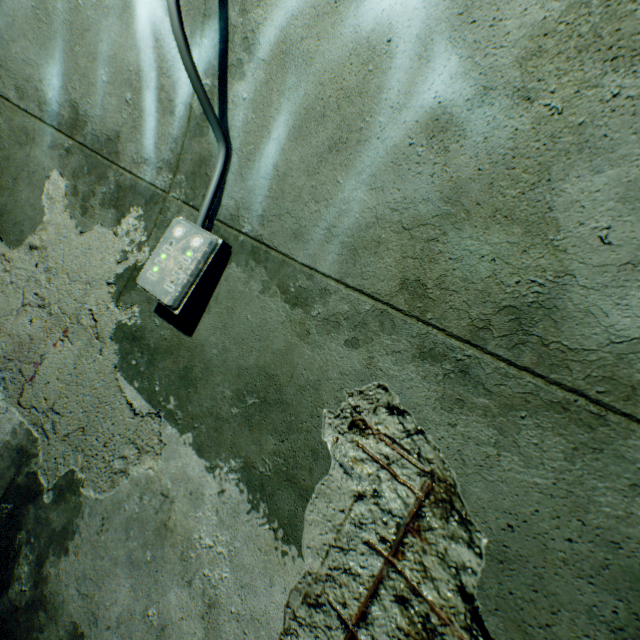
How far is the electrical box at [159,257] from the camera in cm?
145

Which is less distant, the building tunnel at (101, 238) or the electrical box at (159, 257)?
the building tunnel at (101, 238)

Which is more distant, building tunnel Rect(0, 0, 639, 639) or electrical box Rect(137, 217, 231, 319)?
electrical box Rect(137, 217, 231, 319)

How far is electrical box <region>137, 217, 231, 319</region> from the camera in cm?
145

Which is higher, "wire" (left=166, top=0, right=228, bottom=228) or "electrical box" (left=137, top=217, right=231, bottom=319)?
"wire" (left=166, top=0, right=228, bottom=228)

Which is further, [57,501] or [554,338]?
[57,501]
